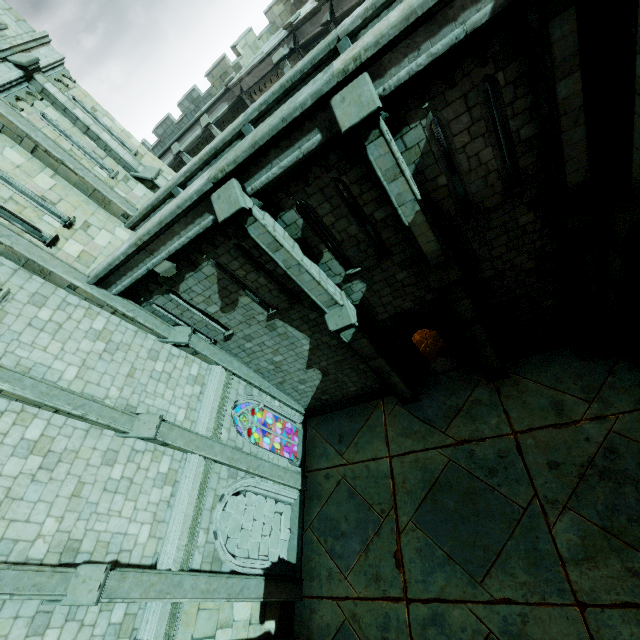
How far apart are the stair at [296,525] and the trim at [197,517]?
4.46m

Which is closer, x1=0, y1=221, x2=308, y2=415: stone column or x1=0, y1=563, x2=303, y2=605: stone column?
x1=0, y1=563, x2=303, y2=605: stone column

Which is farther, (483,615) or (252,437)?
(252,437)

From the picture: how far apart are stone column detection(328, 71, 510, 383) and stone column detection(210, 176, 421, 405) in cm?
229

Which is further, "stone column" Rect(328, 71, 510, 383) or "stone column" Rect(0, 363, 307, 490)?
"stone column" Rect(0, 363, 307, 490)

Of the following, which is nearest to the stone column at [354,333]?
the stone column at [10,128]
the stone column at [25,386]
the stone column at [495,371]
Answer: the stone column at [495,371]

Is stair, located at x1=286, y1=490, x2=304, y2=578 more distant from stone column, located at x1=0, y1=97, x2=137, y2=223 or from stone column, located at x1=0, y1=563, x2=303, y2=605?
stone column, located at x1=0, y1=97, x2=137, y2=223

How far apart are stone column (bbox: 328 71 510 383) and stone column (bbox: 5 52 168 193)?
9.58m
